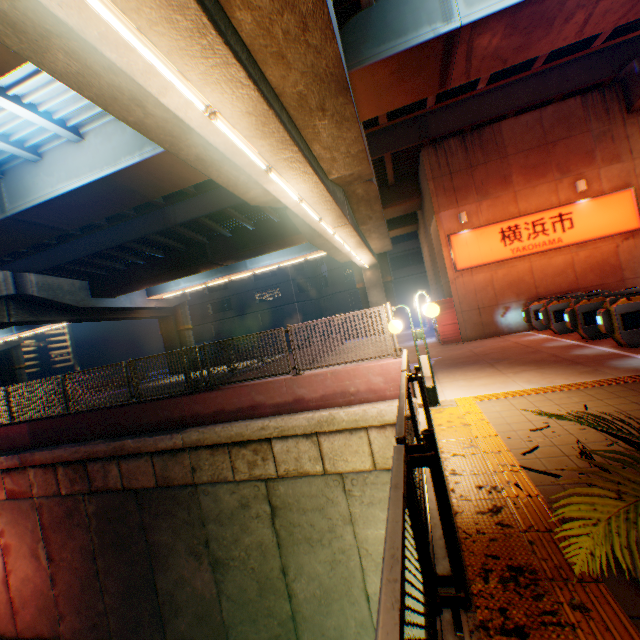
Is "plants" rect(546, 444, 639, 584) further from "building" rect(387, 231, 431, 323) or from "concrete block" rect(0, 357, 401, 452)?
"building" rect(387, 231, 431, 323)

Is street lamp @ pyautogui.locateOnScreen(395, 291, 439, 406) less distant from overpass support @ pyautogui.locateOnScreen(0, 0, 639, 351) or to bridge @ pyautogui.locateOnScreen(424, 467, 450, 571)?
bridge @ pyautogui.locateOnScreen(424, 467, 450, 571)

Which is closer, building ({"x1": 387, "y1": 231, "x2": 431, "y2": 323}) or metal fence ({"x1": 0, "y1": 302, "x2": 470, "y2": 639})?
metal fence ({"x1": 0, "y1": 302, "x2": 470, "y2": 639})

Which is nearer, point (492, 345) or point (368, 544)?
point (368, 544)

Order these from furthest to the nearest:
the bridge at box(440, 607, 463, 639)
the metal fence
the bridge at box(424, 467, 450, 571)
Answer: the bridge at box(424, 467, 450, 571) → the bridge at box(440, 607, 463, 639) → the metal fence

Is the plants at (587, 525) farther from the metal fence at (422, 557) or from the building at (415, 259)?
the building at (415, 259)

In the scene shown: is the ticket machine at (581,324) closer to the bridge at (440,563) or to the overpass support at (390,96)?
the bridge at (440,563)

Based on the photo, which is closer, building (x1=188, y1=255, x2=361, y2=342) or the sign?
the sign
